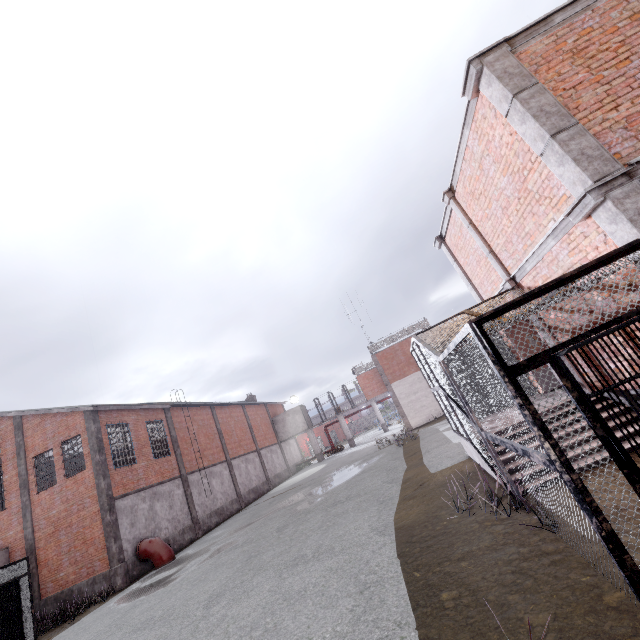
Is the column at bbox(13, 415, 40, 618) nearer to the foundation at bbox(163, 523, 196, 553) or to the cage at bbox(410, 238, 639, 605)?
the foundation at bbox(163, 523, 196, 553)

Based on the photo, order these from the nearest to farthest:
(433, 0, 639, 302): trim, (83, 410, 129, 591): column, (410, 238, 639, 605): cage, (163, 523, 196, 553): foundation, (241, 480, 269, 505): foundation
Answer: (410, 238, 639, 605): cage → (433, 0, 639, 302): trim → (83, 410, 129, 591): column → (163, 523, 196, 553): foundation → (241, 480, 269, 505): foundation

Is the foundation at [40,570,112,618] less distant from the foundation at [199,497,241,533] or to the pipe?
the pipe

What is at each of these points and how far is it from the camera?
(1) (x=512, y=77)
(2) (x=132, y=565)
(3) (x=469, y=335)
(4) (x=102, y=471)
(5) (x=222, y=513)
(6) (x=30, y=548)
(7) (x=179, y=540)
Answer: (1) trim, 5.4 meters
(2) foundation, 16.2 meters
(3) cage, 11.3 meters
(4) column, 17.0 meters
(5) foundation, 24.0 meters
(6) column, 16.9 meters
(7) foundation, 19.4 meters

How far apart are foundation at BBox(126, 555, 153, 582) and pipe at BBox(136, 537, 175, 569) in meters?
0.1 m

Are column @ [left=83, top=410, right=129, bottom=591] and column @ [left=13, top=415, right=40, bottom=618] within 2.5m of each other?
no

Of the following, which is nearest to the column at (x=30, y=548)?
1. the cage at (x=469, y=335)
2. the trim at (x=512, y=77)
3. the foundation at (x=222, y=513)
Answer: the foundation at (x=222, y=513)

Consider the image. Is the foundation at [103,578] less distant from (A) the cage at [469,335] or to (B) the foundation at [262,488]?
(B) the foundation at [262,488]
